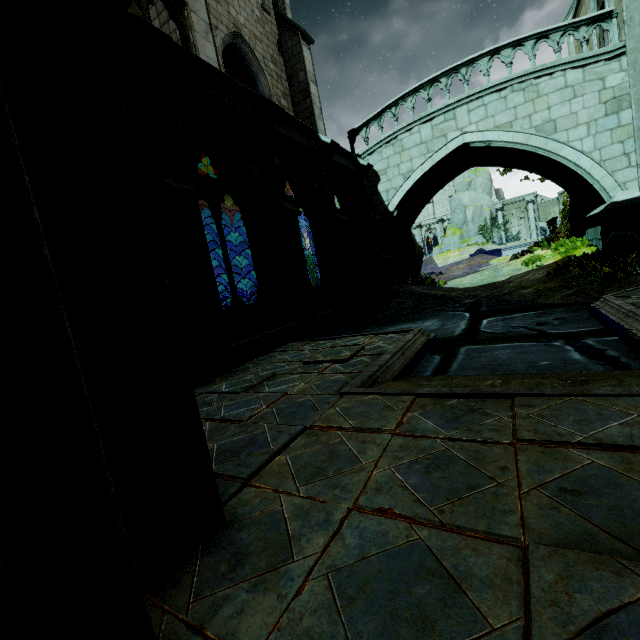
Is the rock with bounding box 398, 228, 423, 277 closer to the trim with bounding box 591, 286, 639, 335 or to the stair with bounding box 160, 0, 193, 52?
the trim with bounding box 591, 286, 639, 335

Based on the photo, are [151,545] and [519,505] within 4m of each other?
yes

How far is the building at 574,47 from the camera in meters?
14.3 m

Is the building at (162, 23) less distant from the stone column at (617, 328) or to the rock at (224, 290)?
the rock at (224, 290)

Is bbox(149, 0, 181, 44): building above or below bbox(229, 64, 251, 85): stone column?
below

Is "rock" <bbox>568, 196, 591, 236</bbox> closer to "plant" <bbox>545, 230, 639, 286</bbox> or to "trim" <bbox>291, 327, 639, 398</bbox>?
"plant" <bbox>545, 230, 639, 286</bbox>

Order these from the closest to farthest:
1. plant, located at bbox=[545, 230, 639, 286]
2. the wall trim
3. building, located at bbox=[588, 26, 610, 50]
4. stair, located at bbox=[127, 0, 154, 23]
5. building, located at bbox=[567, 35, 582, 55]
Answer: stair, located at bbox=[127, 0, 154, 23], plant, located at bbox=[545, 230, 639, 286], building, located at bbox=[588, 26, 610, 50], building, located at bbox=[567, 35, 582, 55], the wall trim

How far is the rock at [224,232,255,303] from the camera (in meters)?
18.69
